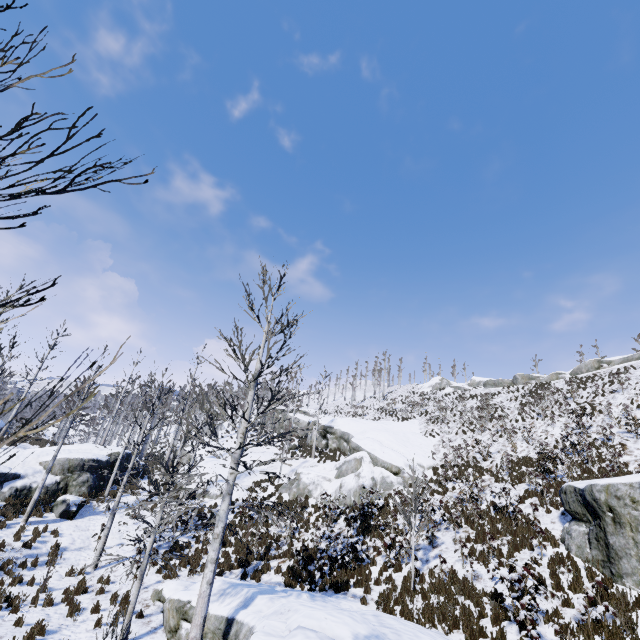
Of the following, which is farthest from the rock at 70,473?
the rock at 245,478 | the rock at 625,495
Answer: the rock at 625,495

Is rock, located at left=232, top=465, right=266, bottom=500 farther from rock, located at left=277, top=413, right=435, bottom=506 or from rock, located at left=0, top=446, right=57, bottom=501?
rock, located at left=0, top=446, right=57, bottom=501

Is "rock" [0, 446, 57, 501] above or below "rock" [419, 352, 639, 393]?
below

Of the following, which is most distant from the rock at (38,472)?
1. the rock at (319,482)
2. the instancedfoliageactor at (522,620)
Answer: the instancedfoliageactor at (522,620)

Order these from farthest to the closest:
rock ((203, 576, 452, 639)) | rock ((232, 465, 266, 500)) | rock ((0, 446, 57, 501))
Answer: rock ((232, 465, 266, 500)) → rock ((0, 446, 57, 501)) → rock ((203, 576, 452, 639))

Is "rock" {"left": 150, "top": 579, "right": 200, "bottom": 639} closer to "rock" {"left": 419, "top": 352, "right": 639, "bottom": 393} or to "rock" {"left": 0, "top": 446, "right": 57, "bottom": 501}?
"rock" {"left": 0, "top": 446, "right": 57, "bottom": 501}

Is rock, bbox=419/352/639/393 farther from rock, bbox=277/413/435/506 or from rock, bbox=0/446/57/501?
rock, bbox=0/446/57/501

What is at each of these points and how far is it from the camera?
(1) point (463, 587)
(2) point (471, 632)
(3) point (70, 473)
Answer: (1) instancedfoliageactor, 10.3m
(2) instancedfoliageactor, 8.3m
(3) rock, 19.8m
